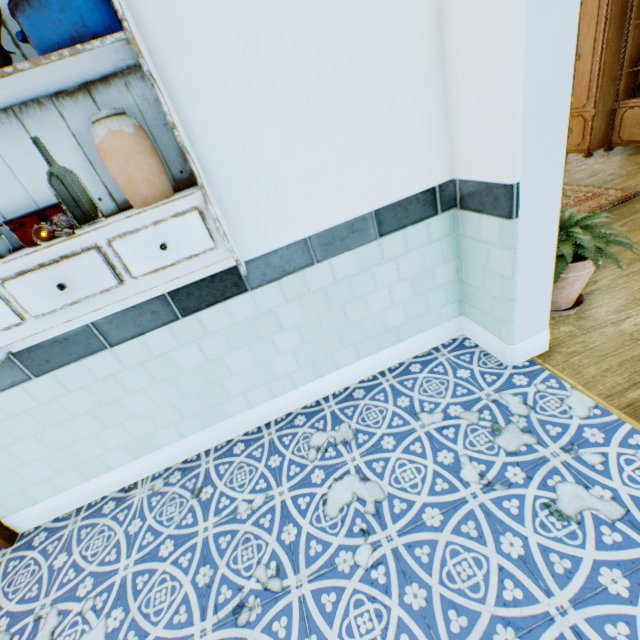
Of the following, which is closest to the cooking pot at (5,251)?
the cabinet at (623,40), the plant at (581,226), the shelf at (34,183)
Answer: the shelf at (34,183)

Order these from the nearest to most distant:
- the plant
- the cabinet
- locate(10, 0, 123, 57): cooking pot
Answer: locate(10, 0, 123, 57): cooking pot < the plant < the cabinet

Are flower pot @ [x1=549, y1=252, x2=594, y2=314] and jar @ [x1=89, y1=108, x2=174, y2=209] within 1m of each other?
no

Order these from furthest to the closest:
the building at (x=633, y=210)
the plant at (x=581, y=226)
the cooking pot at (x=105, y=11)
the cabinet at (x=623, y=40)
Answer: the cabinet at (x=623, y=40) → the building at (x=633, y=210) → the plant at (x=581, y=226) → the cooking pot at (x=105, y=11)

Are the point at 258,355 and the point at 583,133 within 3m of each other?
no

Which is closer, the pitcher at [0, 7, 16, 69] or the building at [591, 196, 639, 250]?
the pitcher at [0, 7, 16, 69]

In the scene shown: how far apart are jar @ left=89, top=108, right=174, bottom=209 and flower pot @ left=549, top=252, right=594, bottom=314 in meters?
2.2

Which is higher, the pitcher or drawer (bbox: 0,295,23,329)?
the pitcher
